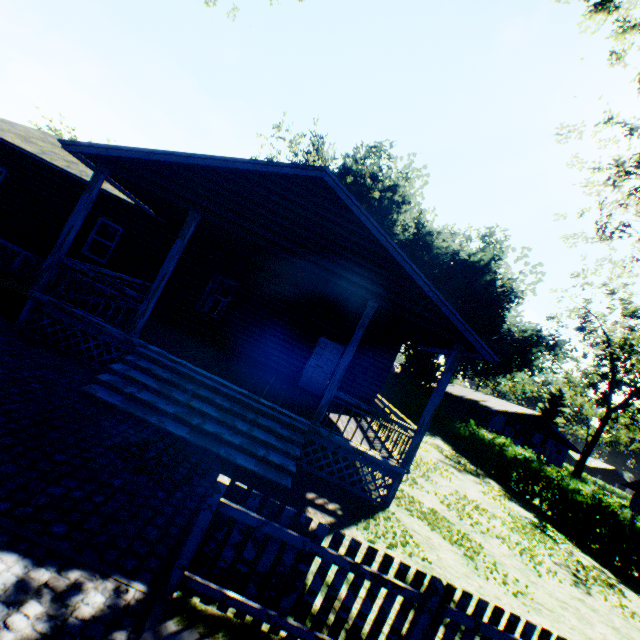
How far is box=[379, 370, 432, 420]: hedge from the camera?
31.0m

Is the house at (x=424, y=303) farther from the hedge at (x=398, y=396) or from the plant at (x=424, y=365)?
the plant at (x=424, y=365)

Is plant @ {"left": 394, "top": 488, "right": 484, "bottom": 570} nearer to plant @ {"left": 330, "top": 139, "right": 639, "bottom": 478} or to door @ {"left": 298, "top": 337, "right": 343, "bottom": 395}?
plant @ {"left": 330, "top": 139, "right": 639, "bottom": 478}

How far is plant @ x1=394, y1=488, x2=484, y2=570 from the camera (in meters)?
7.71

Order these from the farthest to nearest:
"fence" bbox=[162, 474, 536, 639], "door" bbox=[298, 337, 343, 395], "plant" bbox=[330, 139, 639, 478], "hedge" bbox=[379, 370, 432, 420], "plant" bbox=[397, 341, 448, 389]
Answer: "plant" bbox=[330, 139, 639, 478] < "plant" bbox=[397, 341, 448, 389] < "hedge" bbox=[379, 370, 432, 420] < "door" bbox=[298, 337, 343, 395] < "fence" bbox=[162, 474, 536, 639]

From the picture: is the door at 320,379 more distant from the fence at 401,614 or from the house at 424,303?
the fence at 401,614

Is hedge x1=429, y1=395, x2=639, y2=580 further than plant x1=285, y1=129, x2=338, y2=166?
No

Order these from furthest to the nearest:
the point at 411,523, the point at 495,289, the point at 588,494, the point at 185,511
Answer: the point at 495,289, the point at 588,494, the point at 411,523, the point at 185,511
